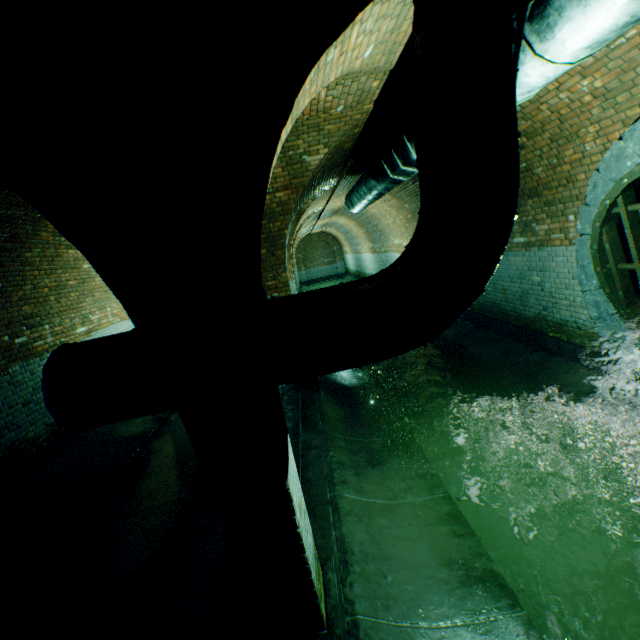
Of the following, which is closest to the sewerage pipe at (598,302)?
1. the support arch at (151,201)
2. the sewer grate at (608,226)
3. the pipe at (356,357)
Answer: the sewer grate at (608,226)

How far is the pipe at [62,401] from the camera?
2.0 meters

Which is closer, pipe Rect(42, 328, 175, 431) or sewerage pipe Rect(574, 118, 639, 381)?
pipe Rect(42, 328, 175, 431)

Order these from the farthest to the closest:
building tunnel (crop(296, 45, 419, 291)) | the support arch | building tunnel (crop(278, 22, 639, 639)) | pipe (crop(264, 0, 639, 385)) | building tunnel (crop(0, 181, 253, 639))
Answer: building tunnel (crop(296, 45, 419, 291)) → building tunnel (crop(0, 181, 253, 639)) → building tunnel (crop(278, 22, 639, 639)) → pipe (crop(264, 0, 639, 385)) → the support arch

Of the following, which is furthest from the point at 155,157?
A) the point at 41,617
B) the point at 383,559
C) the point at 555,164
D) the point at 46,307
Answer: the point at 46,307

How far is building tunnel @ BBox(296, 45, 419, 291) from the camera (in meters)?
3.78

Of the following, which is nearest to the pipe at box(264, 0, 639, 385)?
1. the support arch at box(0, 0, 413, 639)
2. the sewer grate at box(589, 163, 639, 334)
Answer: the support arch at box(0, 0, 413, 639)
